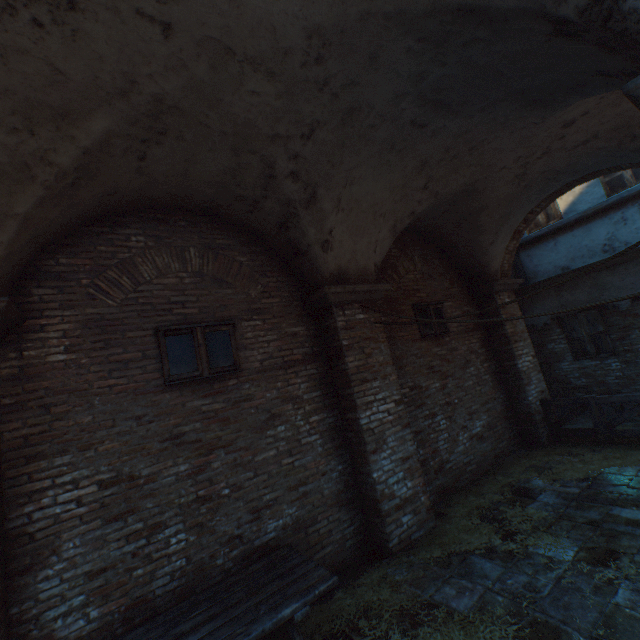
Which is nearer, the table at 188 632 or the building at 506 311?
the table at 188 632

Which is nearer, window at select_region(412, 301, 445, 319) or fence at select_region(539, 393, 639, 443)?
fence at select_region(539, 393, 639, 443)

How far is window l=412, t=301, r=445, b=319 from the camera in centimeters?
694cm

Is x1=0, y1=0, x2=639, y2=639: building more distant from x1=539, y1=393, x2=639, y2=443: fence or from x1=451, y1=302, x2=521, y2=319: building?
x1=539, y1=393, x2=639, y2=443: fence

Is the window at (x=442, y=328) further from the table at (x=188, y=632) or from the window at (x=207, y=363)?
the table at (x=188, y=632)

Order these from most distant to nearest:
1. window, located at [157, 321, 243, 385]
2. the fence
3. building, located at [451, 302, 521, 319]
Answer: building, located at [451, 302, 521, 319], the fence, window, located at [157, 321, 243, 385]

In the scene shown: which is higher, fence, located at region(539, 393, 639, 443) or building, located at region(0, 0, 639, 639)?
building, located at region(0, 0, 639, 639)

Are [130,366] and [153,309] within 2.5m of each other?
yes
